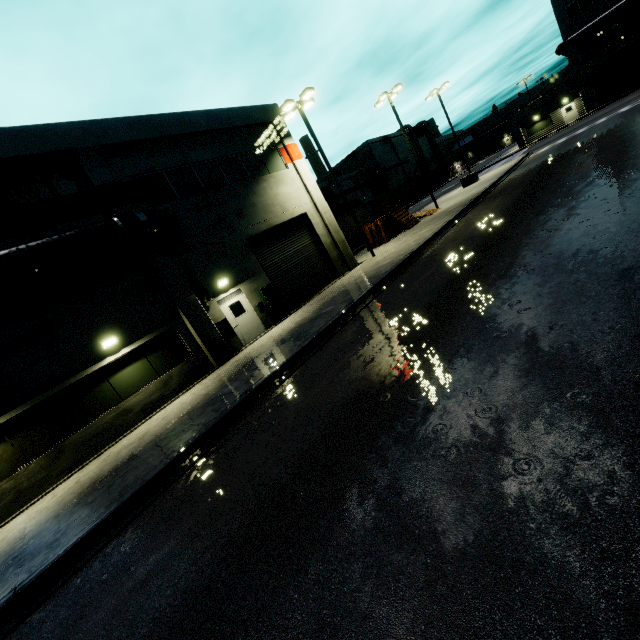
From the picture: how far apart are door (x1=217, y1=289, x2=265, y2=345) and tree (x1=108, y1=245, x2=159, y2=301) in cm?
228

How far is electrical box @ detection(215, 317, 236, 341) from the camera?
14.6 meters

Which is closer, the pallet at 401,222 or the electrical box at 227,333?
the electrical box at 227,333

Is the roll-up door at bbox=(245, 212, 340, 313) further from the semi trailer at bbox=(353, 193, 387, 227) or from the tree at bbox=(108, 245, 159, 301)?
the tree at bbox=(108, 245, 159, 301)

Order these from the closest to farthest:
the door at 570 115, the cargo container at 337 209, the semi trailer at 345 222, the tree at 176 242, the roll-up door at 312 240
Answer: the tree at 176 242
the roll-up door at 312 240
the semi trailer at 345 222
the cargo container at 337 209
the door at 570 115

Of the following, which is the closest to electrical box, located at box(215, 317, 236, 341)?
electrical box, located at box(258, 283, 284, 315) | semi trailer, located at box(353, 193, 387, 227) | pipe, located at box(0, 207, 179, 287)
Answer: electrical box, located at box(258, 283, 284, 315)

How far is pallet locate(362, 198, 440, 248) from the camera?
24.0m

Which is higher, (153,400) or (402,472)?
(153,400)
